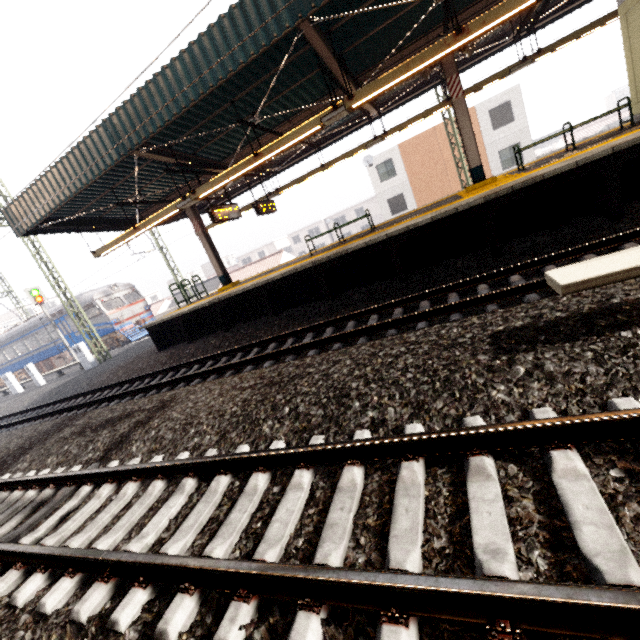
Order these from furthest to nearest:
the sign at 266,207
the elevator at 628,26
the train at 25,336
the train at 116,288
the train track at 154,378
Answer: the train at 25,336, the train at 116,288, the sign at 266,207, the elevator at 628,26, the train track at 154,378

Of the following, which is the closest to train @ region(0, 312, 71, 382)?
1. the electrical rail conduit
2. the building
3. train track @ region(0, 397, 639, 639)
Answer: train track @ region(0, 397, 639, 639)

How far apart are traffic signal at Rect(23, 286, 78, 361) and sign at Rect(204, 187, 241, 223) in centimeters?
1865cm

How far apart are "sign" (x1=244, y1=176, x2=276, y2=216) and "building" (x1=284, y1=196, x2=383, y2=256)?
42.94m

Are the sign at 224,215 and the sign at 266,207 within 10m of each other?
yes

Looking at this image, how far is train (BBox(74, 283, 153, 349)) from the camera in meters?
21.8

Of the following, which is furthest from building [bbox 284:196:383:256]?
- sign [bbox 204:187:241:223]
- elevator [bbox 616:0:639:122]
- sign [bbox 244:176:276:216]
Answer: sign [bbox 204:187:241:223]

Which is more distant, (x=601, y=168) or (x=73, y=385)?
(x=73, y=385)
